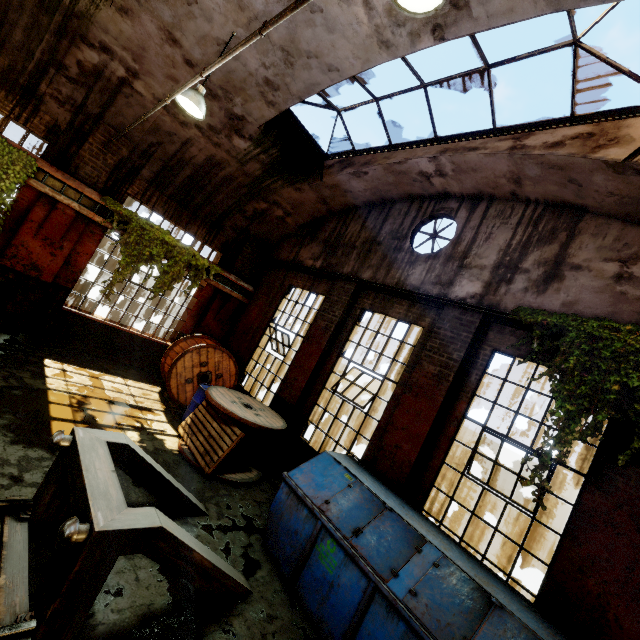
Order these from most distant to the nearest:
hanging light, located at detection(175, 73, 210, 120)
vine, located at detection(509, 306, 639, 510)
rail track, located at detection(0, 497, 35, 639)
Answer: hanging light, located at detection(175, 73, 210, 120)
vine, located at detection(509, 306, 639, 510)
rail track, located at detection(0, 497, 35, 639)

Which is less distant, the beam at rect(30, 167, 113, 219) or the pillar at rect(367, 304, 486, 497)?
the pillar at rect(367, 304, 486, 497)

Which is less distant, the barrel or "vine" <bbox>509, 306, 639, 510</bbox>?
"vine" <bbox>509, 306, 639, 510</bbox>

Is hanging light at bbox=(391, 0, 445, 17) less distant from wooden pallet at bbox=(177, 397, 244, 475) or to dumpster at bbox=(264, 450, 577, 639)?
dumpster at bbox=(264, 450, 577, 639)

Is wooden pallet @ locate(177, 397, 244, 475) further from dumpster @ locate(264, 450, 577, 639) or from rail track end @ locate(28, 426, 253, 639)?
rail track end @ locate(28, 426, 253, 639)

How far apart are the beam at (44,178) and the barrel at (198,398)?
4.6 meters

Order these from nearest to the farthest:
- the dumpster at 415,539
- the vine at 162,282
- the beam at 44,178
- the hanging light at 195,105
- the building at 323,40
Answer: the dumpster at 415,539
the building at 323,40
the hanging light at 195,105
the beam at 44,178
the vine at 162,282

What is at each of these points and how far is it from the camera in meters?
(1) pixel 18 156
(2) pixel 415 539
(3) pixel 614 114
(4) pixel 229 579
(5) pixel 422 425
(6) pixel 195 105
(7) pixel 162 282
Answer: (1) vine, 6.7
(2) dumpster, 4.1
(3) window frame, 4.7
(4) rail track end, 3.6
(5) pillar, 5.8
(6) hanging light, 5.6
(7) vine, 9.1
